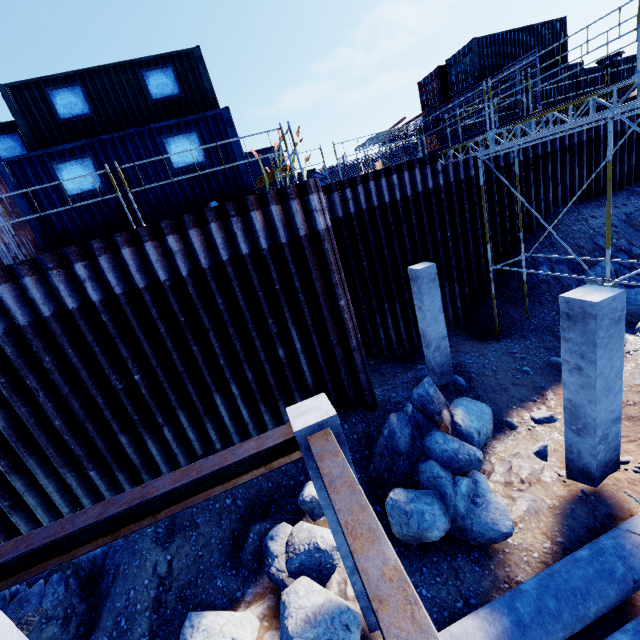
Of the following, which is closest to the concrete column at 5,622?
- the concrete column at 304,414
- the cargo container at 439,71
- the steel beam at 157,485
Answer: the steel beam at 157,485

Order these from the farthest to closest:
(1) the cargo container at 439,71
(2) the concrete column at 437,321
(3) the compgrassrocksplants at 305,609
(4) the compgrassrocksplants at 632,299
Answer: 1. (1) the cargo container at 439,71
2. (4) the compgrassrocksplants at 632,299
3. (2) the concrete column at 437,321
4. (3) the compgrassrocksplants at 305,609

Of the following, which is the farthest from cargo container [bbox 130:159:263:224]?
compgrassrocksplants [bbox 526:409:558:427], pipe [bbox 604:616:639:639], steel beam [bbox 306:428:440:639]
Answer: pipe [bbox 604:616:639:639]

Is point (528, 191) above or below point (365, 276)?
above

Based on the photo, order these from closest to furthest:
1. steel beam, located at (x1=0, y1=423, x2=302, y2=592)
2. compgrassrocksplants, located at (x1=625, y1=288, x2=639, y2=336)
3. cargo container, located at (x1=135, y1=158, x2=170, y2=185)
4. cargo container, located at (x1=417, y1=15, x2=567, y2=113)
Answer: steel beam, located at (x1=0, y1=423, x2=302, y2=592)
cargo container, located at (x1=135, y1=158, x2=170, y2=185)
compgrassrocksplants, located at (x1=625, y1=288, x2=639, y2=336)
cargo container, located at (x1=417, y1=15, x2=567, y2=113)

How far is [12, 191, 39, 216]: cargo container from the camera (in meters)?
8.35
